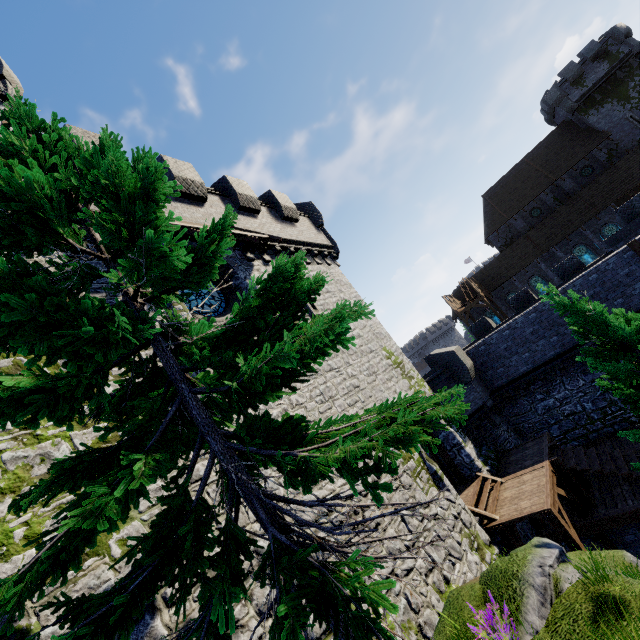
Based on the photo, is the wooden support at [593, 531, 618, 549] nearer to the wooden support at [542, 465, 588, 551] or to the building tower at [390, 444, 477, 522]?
the wooden support at [542, 465, 588, 551]

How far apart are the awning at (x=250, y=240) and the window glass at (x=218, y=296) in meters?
1.4

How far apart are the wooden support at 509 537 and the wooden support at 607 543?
1.6m

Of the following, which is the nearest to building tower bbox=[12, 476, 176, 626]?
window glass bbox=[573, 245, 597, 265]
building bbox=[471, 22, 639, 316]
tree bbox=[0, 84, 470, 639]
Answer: tree bbox=[0, 84, 470, 639]

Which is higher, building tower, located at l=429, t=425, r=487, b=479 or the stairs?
building tower, located at l=429, t=425, r=487, b=479

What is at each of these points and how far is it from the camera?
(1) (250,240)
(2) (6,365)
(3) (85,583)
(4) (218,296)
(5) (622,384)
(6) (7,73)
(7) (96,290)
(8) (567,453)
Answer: (1) awning, 11.98m
(2) building tower, 5.88m
(3) building tower, 4.83m
(4) window glass, 11.94m
(5) tree, 7.17m
(6) building, 18.06m
(7) building tower, 7.97m
(8) stairs, 13.32m

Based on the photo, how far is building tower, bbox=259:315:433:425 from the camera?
10.1m

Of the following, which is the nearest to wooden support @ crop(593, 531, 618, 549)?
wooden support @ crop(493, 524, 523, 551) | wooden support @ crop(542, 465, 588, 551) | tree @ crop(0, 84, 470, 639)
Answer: wooden support @ crop(542, 465, 588, 551)
